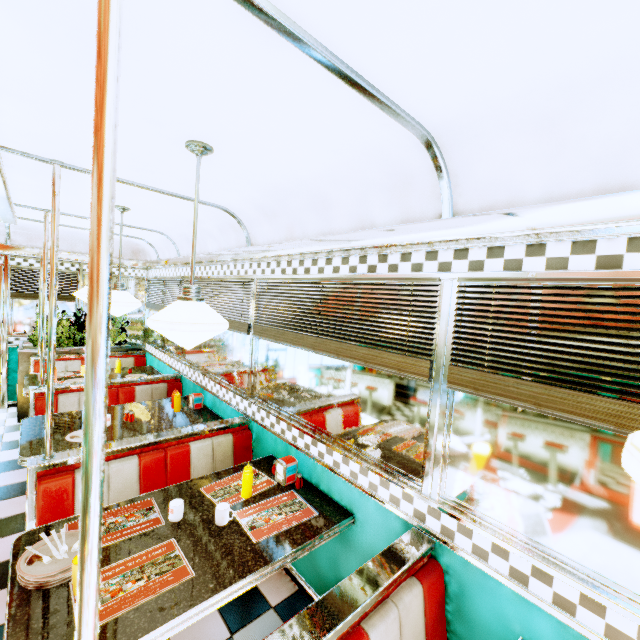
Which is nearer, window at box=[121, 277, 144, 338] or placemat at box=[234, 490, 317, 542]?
placemat at box=[234, 490, 317, 542]

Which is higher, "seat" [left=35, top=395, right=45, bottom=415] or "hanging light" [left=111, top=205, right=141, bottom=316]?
"hanging light" [left=111, top=205, right=141, bottom=316]

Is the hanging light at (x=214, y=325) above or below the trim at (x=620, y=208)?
below

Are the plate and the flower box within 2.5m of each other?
no

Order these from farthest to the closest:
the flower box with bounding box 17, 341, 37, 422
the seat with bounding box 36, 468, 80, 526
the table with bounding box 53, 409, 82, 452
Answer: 1. the flower box with bounding box 17, 341, 37, 422
2. the table with bounding box 53, 409, 82, 452
3. the seat with bounding box 36, 468, 80, 526

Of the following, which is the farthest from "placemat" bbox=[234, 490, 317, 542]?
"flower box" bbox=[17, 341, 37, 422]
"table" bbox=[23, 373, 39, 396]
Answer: "flower box" bbox=[17, 341, 37, 422]

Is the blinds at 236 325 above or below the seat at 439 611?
above

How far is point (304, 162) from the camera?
1.83m
